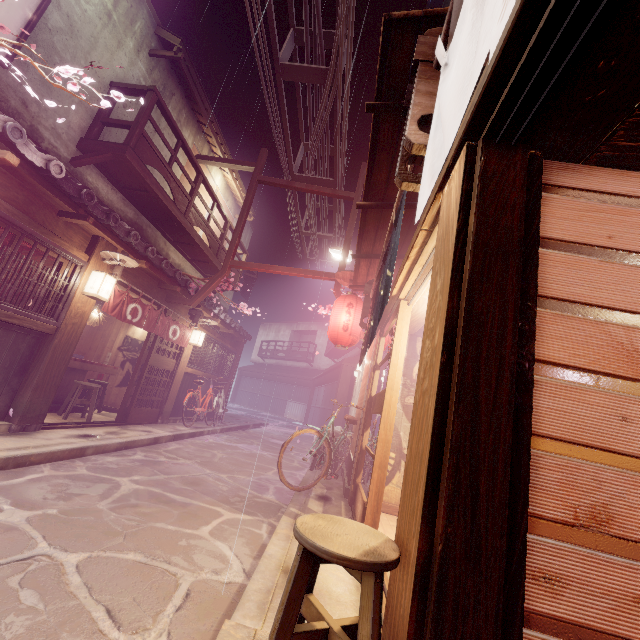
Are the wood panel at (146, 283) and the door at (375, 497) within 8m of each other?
no

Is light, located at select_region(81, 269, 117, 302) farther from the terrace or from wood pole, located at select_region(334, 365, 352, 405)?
wood pole, located at select_region(334, 365, 352, 405)

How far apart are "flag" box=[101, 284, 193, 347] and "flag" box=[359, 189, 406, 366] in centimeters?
826cm

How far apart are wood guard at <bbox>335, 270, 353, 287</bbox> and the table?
11.2m

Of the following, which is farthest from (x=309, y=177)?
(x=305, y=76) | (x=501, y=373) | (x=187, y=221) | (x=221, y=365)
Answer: (x=501, y=373)

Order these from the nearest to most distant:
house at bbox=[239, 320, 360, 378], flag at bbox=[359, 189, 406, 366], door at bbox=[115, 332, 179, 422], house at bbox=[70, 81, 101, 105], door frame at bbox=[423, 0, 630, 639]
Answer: door frame at bbox=[423, 0, 630, 639]
flag at bbox=[359, 189, 406, 366]
house at bbox=[70, 81, 101, 105]
door at bbox=[115, 332, 179, 422]
house at bbox=[239, 320, 360, 378]

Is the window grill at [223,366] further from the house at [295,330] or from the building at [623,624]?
the house at [295,330]

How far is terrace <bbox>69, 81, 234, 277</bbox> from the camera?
10.70m
